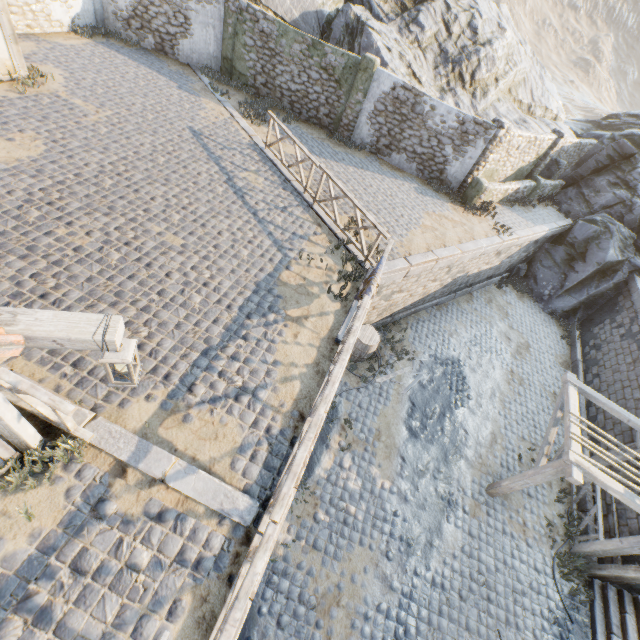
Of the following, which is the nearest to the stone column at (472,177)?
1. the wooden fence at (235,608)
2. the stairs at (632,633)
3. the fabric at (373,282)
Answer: the wooden fence at (235,608)

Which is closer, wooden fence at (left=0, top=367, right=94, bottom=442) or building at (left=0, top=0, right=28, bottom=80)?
wooden fence at (left=0, top=367, right=94, bottom=442)

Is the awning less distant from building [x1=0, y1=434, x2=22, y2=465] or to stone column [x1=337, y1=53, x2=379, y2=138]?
building [x1=0, y1=434, x2=22, y2=465]

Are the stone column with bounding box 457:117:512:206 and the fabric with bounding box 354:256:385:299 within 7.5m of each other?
no

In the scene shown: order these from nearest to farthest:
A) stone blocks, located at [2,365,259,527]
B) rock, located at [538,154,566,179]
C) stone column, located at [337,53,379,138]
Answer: stone blocks, located at [2,365,259,527]
stone column, located at [337,53,379,138]
rock, located at [538,154,566,179]

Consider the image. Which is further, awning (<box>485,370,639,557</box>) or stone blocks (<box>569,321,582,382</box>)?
stone blocks (<box>569,321,582,382</box>)

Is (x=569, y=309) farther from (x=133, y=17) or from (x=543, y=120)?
(x=133, y=17)

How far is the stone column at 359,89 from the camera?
13.0 meters
